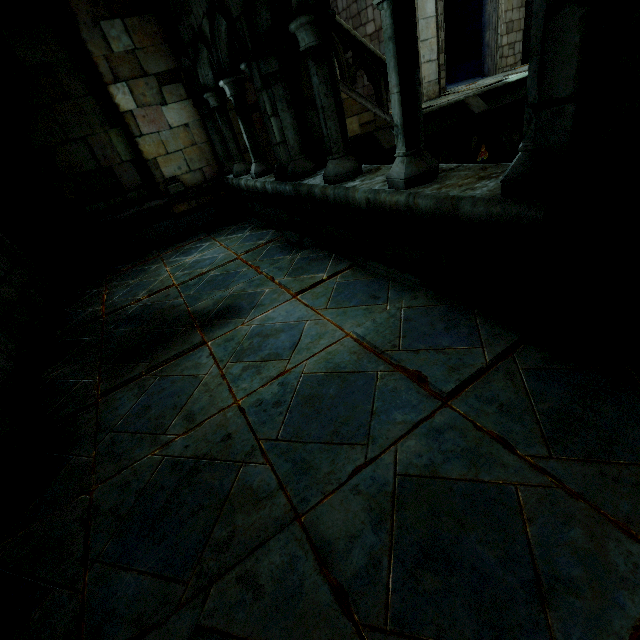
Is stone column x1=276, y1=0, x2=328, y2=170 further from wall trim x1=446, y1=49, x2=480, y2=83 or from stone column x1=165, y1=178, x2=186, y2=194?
wall trim x1=446, y1=49, x2=480, y2=83

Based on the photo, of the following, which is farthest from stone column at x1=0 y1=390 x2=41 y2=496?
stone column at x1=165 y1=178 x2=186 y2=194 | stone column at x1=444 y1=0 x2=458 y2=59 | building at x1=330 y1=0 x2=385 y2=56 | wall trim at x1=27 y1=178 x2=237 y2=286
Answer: stone column at x1=444 y1=0 x2=458 y2=59

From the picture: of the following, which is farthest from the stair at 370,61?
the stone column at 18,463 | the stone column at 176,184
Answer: the stone column at 18,463

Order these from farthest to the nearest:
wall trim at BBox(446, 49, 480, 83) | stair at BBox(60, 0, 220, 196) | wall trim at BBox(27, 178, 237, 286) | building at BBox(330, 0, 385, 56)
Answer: wall trim at BBox(446, 49, 480, 83) < building at BBox(330, 0, 385, 56) < wall trim at BBox(27, 178, 237, 286) < stair at BBox(60, 0, 220, 196)

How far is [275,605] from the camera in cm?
123

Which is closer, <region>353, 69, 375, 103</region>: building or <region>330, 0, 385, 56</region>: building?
<region>330, 0, 385, 56</region>: building

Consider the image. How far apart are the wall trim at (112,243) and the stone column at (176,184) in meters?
0.0 m

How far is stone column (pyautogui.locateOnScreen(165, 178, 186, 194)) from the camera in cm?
608
